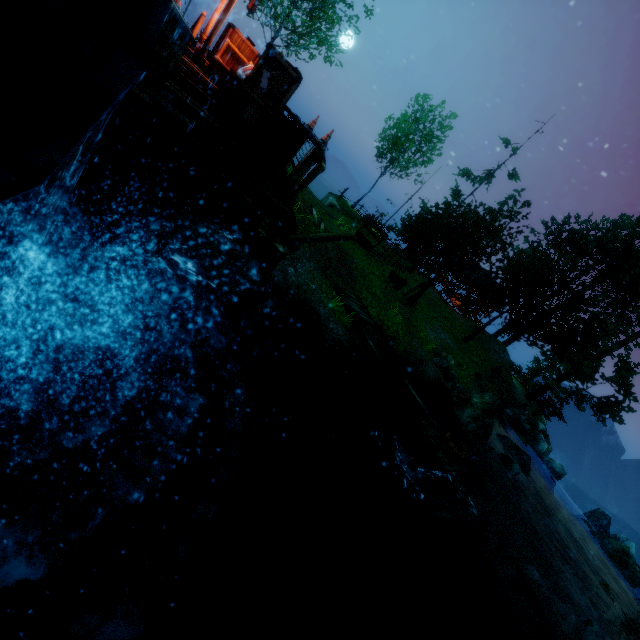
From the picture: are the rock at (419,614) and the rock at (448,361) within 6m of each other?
no

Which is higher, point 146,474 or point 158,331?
point 158,331

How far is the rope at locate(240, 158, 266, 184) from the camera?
4.9 meters

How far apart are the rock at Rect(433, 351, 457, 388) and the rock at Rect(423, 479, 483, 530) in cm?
487

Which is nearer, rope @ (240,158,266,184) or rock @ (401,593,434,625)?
rope @ (240,158,266,184)

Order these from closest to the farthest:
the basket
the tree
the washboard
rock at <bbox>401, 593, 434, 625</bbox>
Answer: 1. the basket
2. rock at <bbox>401, 593, 434, 625</bbox>
3. the washboard
4. the tree

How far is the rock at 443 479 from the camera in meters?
10.3

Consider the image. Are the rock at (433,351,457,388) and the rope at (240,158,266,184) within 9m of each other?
no
